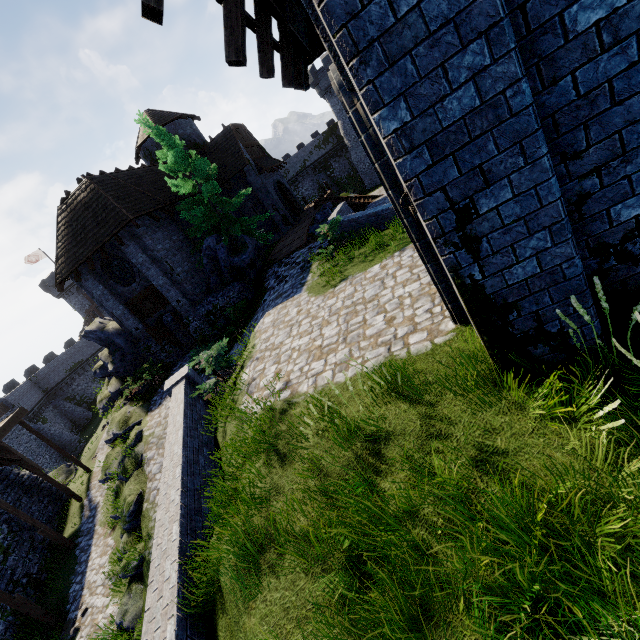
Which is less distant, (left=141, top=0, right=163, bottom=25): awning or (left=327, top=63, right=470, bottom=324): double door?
(left=141, top=0, right=163, bottom=25): awning

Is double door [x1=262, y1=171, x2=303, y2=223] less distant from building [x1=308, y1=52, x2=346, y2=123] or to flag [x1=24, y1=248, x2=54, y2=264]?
building [x1=308, y1=52, x2=346, y2=123]

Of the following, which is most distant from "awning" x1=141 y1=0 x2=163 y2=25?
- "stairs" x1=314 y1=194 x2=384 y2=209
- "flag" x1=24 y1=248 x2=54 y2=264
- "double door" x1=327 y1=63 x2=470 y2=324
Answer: "flag" x1=24 y1=248 x2=54 y2=264

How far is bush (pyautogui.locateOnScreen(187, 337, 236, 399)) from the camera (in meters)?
9.48

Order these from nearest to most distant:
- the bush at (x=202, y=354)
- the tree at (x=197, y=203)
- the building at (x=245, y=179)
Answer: the bush at (x=202, y=354) → the tree at (x=197, y=203) → the building at (x=245, y=179)

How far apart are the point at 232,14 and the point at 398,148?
2.5m

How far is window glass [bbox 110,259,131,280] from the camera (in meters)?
17.95

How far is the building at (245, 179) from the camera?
25.3 meters
